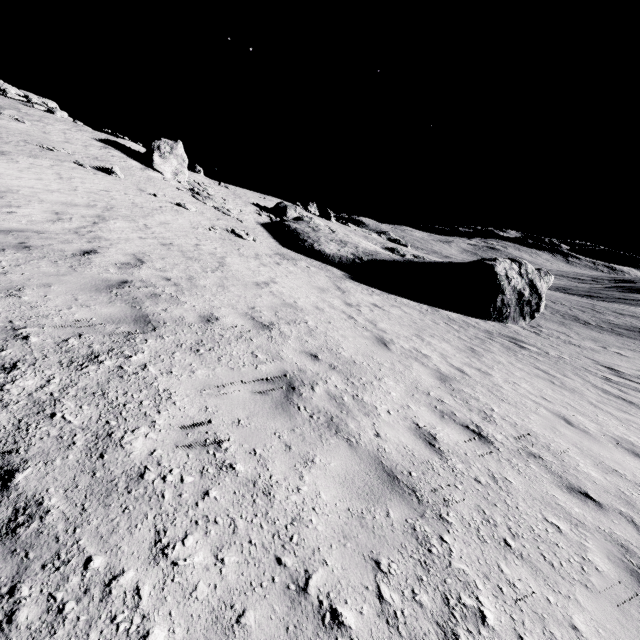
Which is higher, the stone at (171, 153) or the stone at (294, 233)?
the stone at (171, 153)

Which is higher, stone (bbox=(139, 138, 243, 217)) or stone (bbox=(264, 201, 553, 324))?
stone (bbox=(139, 138, 243, 217))

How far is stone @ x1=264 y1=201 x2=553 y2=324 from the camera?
24.7 meters

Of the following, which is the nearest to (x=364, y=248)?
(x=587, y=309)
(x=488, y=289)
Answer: (x=488, y=289)

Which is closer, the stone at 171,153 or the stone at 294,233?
the stone at 294,233

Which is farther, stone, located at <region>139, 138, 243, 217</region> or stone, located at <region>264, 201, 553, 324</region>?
stone, located at <region>139, 138, 243, 217</region>
